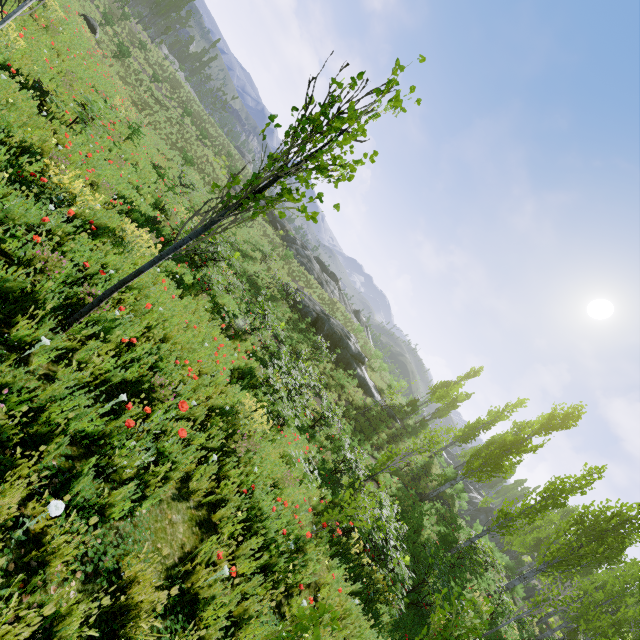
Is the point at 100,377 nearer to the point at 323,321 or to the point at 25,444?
the point at 25,444

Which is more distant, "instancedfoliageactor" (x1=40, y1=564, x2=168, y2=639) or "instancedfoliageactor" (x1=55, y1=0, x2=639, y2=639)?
"instancedfoliageactor" (x1=55, y1=0, x2=639, y2=639)

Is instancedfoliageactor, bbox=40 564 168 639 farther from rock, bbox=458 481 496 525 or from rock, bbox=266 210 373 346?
rock, bbox=458 481 496 525

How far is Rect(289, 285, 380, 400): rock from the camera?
26.0m

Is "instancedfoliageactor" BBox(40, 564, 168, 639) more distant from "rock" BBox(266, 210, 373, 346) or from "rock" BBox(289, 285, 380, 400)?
"rock" BBox(289, 285, 380, 400)

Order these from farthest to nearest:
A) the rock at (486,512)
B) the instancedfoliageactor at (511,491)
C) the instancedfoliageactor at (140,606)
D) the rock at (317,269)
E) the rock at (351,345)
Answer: the rock at (486,512) < the rock at (317,269) < the instancedfoliageactor at (511,491) < the rock at (351,345) < the instancedfoliageactor at (140,606)

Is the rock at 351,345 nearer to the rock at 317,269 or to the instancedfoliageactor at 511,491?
the instancedfoliageactor at 511,491

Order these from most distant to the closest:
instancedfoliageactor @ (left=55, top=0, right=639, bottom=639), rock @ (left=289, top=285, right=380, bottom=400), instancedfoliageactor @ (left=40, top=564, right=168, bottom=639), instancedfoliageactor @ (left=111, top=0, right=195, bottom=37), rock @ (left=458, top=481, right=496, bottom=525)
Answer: rock @ (left=458, top=481, right=496, bottom=525)
instancedfoliageactor @ (left=111, top=0, right=195, bottom=37)
rock @ (left=289, top=285, right=380, bottom=400)
instancedfoliageactor @ (left=55, top=0, right=639, bottom=639)
instancedfoliageactor @ (left=40, top=564, right=168, bottom=639)
